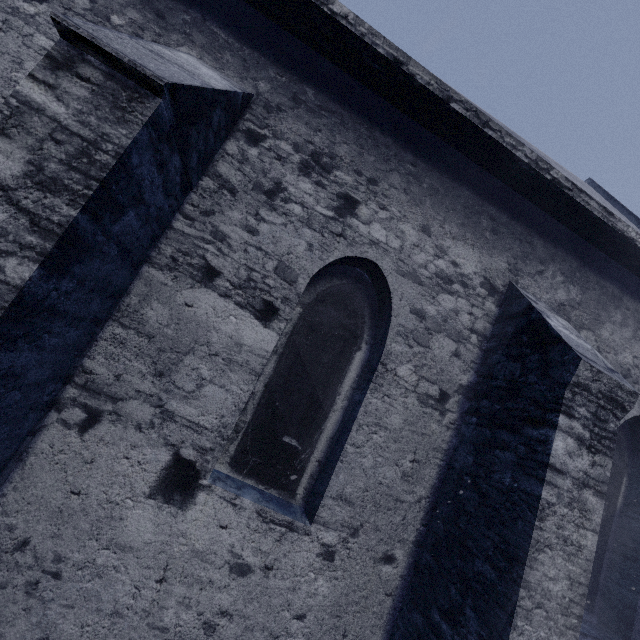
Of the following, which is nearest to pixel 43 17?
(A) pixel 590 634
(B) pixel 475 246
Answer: (B) pixel 475 246
